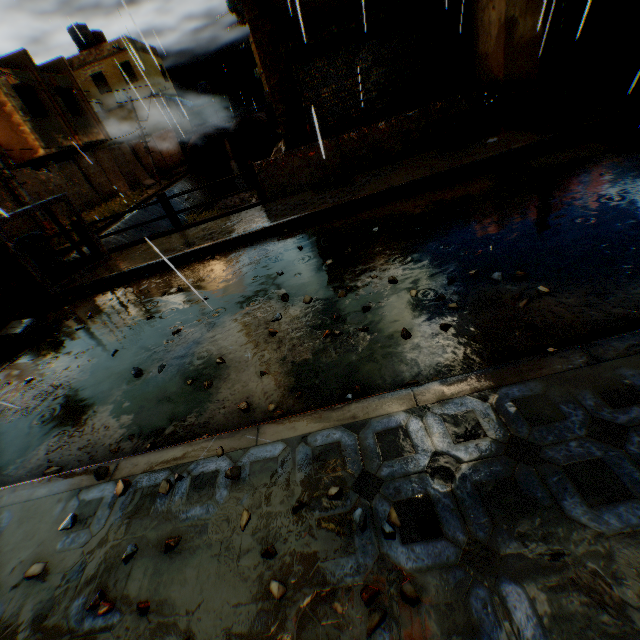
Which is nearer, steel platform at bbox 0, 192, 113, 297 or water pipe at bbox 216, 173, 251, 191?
steel platform at bbox 0, 192, 113, 297

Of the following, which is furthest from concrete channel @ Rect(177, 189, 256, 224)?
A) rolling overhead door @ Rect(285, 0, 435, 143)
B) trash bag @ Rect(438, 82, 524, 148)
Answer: trash bag @ Rect(438, 82, 524, 148)

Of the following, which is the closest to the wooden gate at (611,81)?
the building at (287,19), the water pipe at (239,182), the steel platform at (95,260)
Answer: the building at (287,19)

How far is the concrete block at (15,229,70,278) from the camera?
7.4 meters

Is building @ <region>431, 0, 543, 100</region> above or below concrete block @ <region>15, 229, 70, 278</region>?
above

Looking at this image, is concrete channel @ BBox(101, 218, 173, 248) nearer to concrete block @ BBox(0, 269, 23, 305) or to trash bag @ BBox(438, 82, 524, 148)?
concrete block @ BBox(0, 269, 23, 305)

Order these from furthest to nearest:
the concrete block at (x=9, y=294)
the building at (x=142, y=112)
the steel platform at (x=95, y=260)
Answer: the building at (x=142, y=112) < the concrete block at (x=9, y=294) < the steel platform at (x=95, y=260)

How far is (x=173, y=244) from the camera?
7.2 meters
